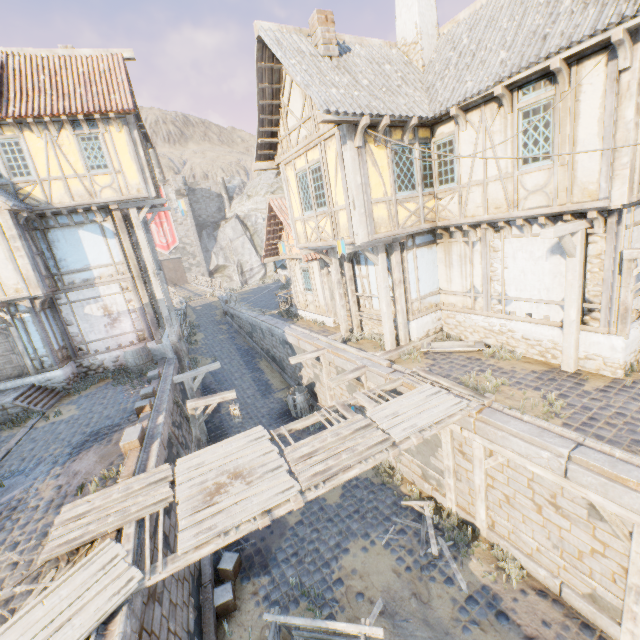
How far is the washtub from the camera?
10.09m

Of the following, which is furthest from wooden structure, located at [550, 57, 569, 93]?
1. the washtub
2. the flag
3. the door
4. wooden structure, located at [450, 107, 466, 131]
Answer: the door

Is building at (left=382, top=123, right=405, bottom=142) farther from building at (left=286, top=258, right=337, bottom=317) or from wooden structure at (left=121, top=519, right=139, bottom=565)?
building at (left=286, top=258, right=337, bottom=317)

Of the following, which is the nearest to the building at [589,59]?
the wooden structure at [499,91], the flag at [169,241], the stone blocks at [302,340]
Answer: the wooden structure at [499,91]

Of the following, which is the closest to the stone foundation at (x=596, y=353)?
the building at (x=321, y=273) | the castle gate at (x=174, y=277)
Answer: the building at (x=321, y=273)

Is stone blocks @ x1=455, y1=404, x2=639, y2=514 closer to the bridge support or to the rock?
the rock

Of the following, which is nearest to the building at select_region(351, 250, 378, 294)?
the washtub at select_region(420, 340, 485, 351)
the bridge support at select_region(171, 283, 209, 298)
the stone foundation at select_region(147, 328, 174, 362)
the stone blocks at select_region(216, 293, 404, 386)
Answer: the washtub at select_region(420, 340, 485, 351)

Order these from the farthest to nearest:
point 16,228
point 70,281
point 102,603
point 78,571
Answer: point 70,281 → point 16,228 → point 78,571 → point 102,603
